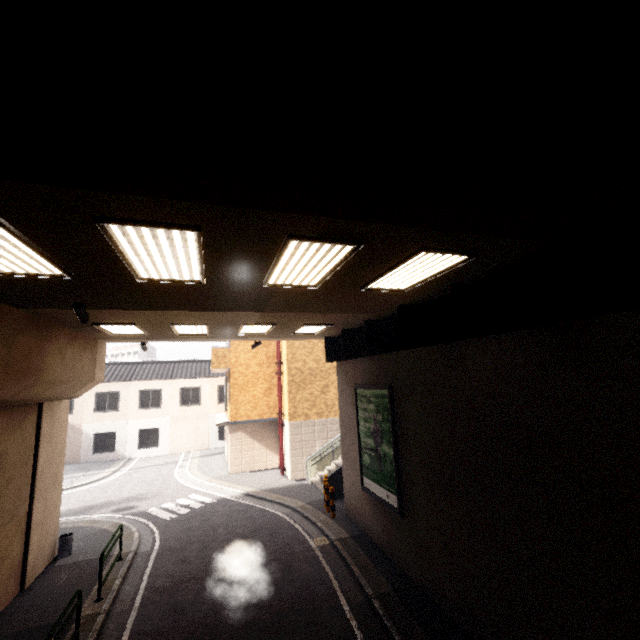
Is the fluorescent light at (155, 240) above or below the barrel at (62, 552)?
above

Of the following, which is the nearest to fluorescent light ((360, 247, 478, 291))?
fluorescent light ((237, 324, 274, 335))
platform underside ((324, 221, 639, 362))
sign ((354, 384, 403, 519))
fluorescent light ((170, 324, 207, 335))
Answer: platform underside ((324, 221, 639, 362))

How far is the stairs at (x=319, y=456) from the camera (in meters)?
14.14

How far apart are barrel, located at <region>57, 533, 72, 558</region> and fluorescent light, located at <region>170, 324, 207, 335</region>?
7.46m

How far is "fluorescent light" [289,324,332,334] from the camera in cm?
1030

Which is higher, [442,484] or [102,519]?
[442,484]

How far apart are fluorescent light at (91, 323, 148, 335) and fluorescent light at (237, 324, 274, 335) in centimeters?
282cm

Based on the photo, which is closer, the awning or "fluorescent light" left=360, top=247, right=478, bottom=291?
"fluorescent light" left=360, top=247, right=478, bottom=291
